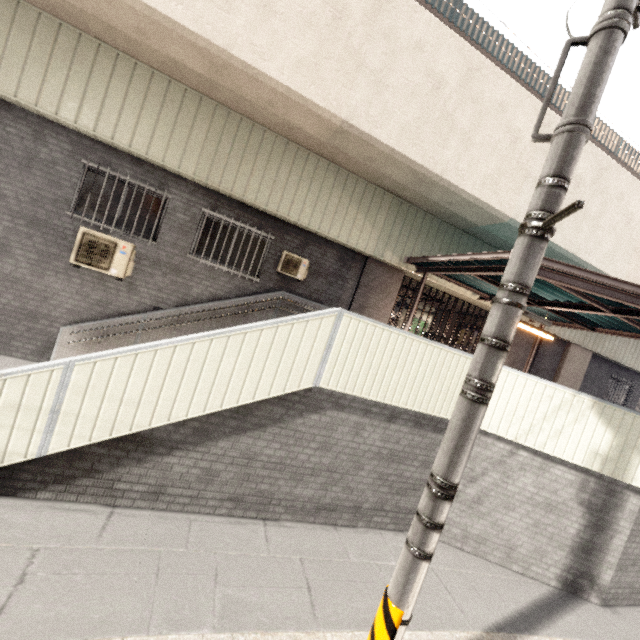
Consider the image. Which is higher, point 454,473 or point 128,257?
point 128,257

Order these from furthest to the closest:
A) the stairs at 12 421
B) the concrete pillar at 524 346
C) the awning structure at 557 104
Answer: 1. the awning structure at 557 104
2. the concrete pillar at 524 346
3. the stairs at 12 421

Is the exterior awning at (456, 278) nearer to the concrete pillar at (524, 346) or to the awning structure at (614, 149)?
the concrete pillar at (524, 346)

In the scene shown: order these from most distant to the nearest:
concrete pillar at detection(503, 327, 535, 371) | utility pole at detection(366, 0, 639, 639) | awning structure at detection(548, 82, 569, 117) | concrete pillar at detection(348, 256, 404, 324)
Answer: awning structure at detection(548, 82, 569, 117) < concrete pillar at detection(503, 327, 535, 371) < concrete pillar at detection(348, 256, 404, 324) < utility pole at detection(366, 0, 639, 639)

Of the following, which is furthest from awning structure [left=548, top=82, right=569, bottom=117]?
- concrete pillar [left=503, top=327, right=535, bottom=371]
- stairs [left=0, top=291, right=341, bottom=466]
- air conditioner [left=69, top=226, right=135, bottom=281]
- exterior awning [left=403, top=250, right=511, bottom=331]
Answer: air conditioner [left=69, top=226, right=135, bottom=281]

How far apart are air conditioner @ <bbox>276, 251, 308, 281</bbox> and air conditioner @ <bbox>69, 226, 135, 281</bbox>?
3.34m

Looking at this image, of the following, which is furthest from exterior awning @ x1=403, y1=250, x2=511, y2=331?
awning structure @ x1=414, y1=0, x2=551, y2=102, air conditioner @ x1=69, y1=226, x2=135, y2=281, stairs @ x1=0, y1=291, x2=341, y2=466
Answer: awning structure @ x1=414, y1=0, x2=551, y2=102
